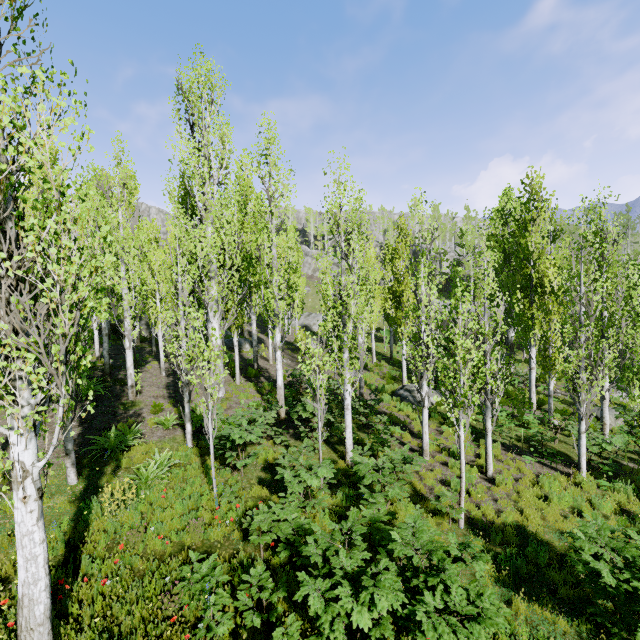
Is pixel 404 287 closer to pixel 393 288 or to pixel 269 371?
pixel 393 288

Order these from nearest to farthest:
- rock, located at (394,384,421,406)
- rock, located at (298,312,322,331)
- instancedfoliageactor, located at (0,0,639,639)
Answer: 1. instancedfoliageactor, located at (0,0,639,639)
2. rock, located at (394,384,421,406)
3. rock, located at (298,312,322,331)

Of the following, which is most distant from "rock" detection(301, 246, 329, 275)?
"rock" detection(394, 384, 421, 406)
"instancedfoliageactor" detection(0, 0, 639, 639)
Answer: "rock" detection(394, 384, 421, 406)

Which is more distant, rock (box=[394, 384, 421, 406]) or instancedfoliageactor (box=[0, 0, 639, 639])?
rock (box=[394, 384, 421, 406])

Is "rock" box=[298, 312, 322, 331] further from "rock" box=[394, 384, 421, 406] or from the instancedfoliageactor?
"rock" box=[394, 384, 421, 406]

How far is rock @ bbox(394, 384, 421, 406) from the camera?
16.9 meters

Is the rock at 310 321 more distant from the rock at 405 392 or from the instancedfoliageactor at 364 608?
the rock at 405 392

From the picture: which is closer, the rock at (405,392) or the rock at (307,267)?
the rock at (405,392)
